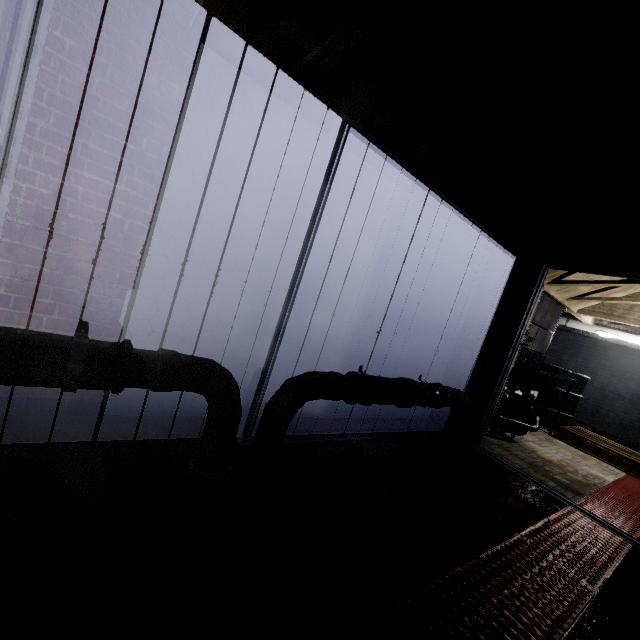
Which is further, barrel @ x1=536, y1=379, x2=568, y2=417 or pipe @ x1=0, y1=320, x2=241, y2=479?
barrel @ x1=536, y1=379, x2=568, y2=417

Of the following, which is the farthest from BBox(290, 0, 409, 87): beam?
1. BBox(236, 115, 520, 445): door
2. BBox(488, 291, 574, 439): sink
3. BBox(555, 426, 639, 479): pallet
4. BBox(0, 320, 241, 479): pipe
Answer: BBox(555, 426, 639, 479): pallet

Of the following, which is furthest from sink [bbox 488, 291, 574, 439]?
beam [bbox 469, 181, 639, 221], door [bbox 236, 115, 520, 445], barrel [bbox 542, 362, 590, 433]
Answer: beam [bbox 469, 181, 639, 221]

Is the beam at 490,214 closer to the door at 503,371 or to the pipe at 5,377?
the door at 503,371

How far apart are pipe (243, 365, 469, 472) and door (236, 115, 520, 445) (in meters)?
0.09

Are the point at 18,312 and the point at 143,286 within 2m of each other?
yes

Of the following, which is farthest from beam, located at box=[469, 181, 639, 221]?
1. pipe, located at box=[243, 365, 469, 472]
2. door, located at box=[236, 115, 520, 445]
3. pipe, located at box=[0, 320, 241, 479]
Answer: pipe, located at box=[0, 320, 241, 479]

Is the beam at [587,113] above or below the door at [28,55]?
above
